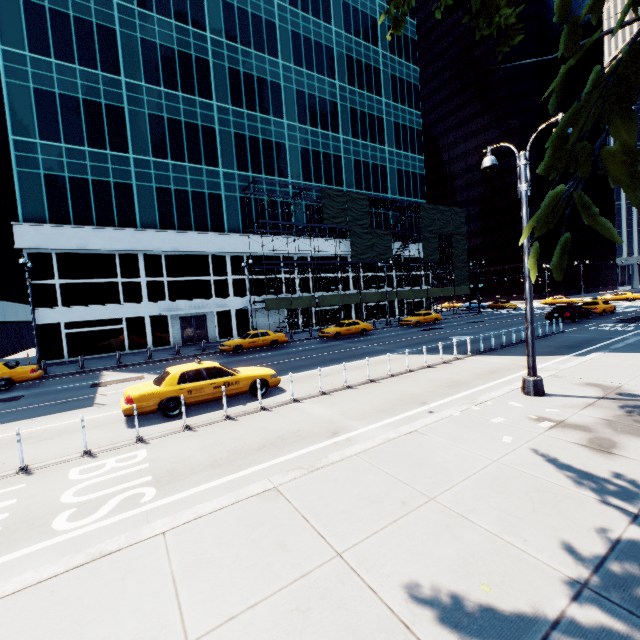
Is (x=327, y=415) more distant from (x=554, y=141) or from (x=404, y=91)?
(x=404, y=91)

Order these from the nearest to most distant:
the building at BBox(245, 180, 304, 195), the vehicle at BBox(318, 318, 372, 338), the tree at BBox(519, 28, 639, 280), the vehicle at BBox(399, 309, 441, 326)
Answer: the tree at BBox(519, 28, 639, 280)
the vehicle at BBox(318, 318, 372, 338)
the vehicle at BBox(399, 309, 441, 326)
the building at BBox(245, 180, 304, 195)

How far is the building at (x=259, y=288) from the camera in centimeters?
3531cm

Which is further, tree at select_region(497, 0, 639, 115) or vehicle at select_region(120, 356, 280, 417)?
vehicle at select_region(120, 356, 280, 417)

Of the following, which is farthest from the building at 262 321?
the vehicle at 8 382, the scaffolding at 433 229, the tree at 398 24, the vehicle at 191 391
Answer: the tree at 398 24

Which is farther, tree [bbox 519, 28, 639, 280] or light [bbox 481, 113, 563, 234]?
light [bbox 481, 113, 563, 234]

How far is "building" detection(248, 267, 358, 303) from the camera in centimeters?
3531cm

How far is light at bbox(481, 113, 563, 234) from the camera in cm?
884
